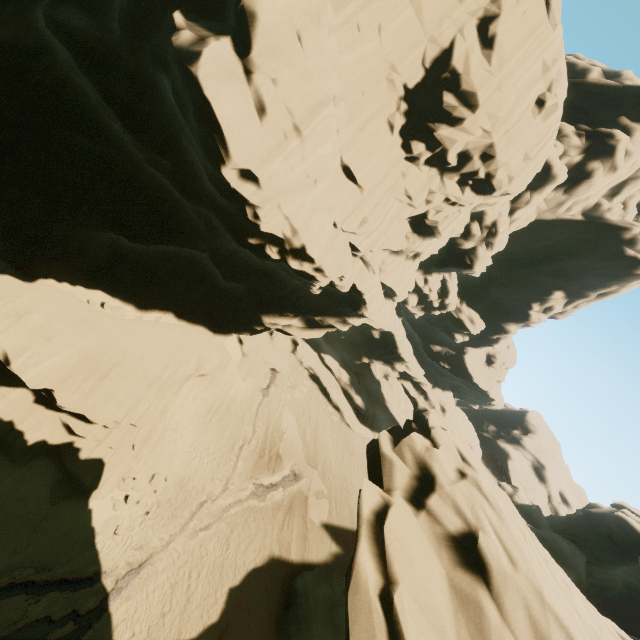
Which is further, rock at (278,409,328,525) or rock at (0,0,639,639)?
rock at (278,409,328,525)

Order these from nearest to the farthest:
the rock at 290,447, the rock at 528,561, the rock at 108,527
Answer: the rock at 528,561
the rock at 108,527
the rock at 290,447

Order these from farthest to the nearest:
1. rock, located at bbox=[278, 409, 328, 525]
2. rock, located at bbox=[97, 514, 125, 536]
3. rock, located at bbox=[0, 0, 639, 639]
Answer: rock, located at bbox=[278, 409, 328, 525] < rock, located at bbox=[97, 514, 125, 536] < rock, located at bbox=[0, 0, 639, 639]

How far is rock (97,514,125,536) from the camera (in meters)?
16.46

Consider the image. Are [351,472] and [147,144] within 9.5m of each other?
no

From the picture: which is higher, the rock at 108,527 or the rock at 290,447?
the rock at 290,447
